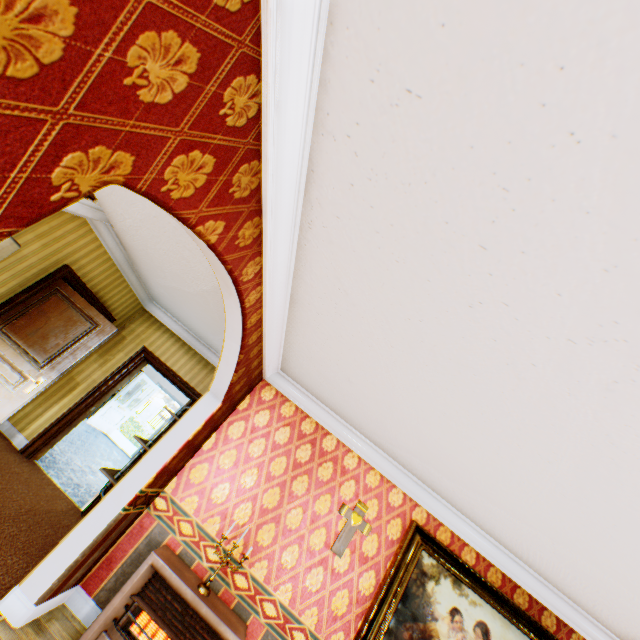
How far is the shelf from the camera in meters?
3.5 m

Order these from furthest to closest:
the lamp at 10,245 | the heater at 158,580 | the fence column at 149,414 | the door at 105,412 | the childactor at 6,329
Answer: the fence column at 149,414 < the door at 105,412 < the childactor at 6,329 < the lamp at 10,245 < the heater at 158,580

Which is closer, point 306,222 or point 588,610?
point 306,222

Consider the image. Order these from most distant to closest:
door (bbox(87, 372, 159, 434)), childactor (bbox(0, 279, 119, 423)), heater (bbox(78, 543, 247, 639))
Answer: door (bbox(87, 372, 159, 434))
childactor (bbox(0, 279, 119, 423))
heater (bbox(78, 543, 247, 639))

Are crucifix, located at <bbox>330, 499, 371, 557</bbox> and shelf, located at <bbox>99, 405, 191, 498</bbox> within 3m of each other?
yes

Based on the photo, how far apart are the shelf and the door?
7.2m

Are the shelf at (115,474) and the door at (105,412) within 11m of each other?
yes

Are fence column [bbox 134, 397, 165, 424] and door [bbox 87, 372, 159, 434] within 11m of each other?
no
